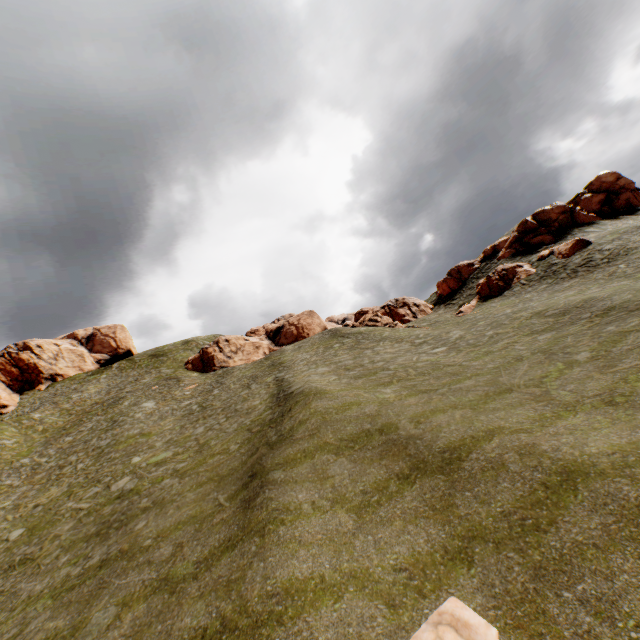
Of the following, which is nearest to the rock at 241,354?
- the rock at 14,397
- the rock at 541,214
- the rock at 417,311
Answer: the rock at 417,311

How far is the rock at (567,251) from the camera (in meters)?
32.59

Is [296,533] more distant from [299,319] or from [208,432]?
[299,319]

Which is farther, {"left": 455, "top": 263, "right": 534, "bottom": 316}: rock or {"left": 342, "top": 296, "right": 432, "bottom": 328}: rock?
{"left": 342, "top": 296, "right": 432, "bottom": 328}: rock

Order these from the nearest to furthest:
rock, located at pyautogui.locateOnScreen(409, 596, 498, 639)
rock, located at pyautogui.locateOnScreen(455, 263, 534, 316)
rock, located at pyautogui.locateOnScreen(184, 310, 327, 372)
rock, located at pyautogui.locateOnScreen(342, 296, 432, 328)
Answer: rock, located at pyautogui.locateOnScreen(409, 596, 498, 639) < rock, located at pyautogui.locateOnScreen(455, 263, 534, 316) < rock, located at pyautogui.locateOnScreen(342, 296, 432, 328) < rock, located at pyautogui.locateOnScreen(184, 310, 327, 372)

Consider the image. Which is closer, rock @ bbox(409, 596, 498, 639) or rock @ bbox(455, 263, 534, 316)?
rock @ bbox(409, 596, 498, 639)

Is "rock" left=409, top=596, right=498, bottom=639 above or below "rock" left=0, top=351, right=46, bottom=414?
below

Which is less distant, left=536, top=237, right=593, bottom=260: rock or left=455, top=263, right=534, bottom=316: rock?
left=536, top=237, right=593, bottom=260: rock
